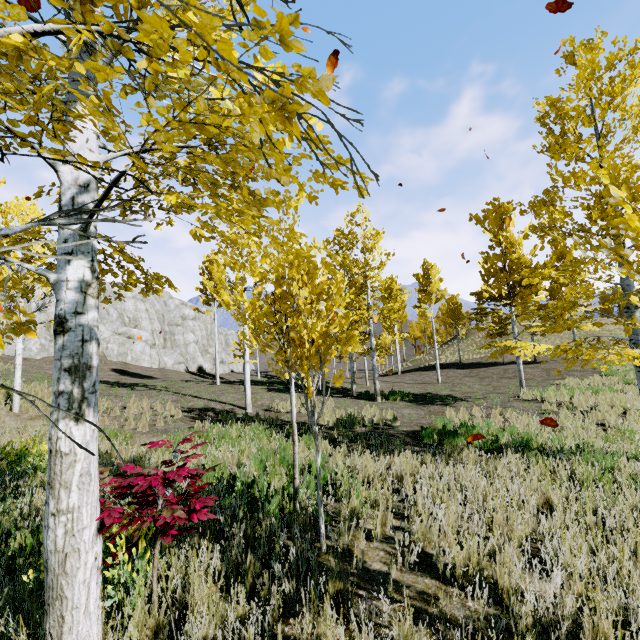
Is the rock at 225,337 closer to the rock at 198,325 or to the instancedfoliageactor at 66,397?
the rock at 198,325

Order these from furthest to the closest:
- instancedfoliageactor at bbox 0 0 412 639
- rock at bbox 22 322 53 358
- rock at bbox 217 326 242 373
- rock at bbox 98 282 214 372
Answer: rock at bbox 217 326 242 373
rock at bbox 98 282 214 372
rock at bbox 22 322 53 358
instancedfoliageactor at bbox 0 0 412 639

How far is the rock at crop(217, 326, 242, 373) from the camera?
46.9 meters

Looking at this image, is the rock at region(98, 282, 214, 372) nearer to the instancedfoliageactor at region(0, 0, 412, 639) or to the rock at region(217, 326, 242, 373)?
the instancedfoliageactor at region(0, 0, 412, 639)

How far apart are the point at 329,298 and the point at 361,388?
19.5m

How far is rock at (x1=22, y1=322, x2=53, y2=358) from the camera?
22.94m
